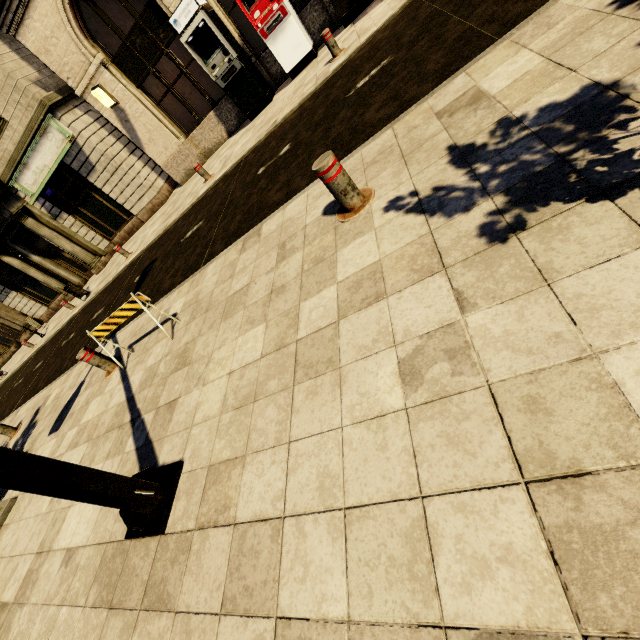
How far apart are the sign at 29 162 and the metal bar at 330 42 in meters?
10.6 m

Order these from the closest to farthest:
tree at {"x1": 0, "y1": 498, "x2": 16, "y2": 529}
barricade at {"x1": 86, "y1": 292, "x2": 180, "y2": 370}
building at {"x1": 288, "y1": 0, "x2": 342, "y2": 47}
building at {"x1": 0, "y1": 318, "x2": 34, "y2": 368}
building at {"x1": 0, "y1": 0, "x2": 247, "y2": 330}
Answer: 1. barricade at {"x1": 86, "y1": 292, "x2": 180, "y2": 370}
2. tree at {"x1": 0, "y1": 498, "x2": 16, "y2": 529}
3. building at {"x1": 288, "y1": 0, "x2": 342, "y2": 47}
4. building at {"x1": 0, "y1": 0, "x2": 247, "y2": 330}
5. building at {"x1": 0, "y1": 318, "x2": 34, "y2": 368}

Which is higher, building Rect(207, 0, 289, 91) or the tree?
building Rect(207, 0, 289, 91)

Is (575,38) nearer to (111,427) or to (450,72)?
(450,72)

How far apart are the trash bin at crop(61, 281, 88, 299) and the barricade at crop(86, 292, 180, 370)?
10.84m

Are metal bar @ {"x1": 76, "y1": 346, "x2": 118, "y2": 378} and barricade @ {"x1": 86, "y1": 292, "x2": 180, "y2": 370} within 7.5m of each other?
yes

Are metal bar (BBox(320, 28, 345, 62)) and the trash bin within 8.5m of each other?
no

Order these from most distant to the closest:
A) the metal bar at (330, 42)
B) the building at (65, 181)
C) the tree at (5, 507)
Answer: the building at (65, 181) → the metal bar at (330, 42) → the tree at (5, 507)
